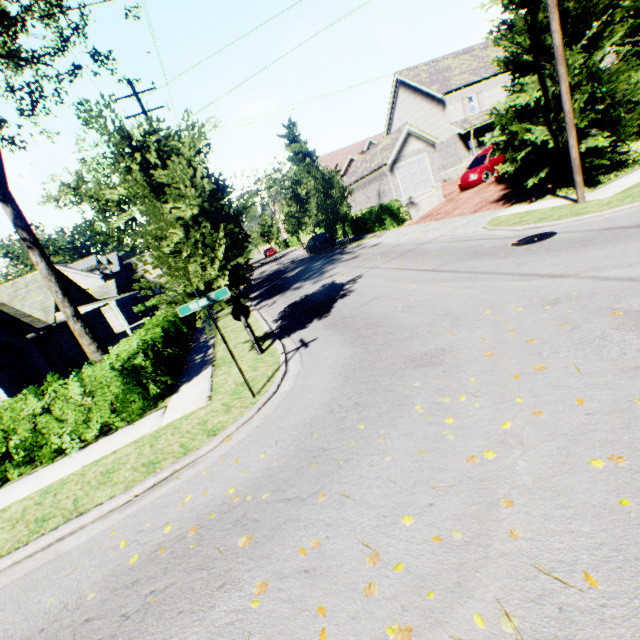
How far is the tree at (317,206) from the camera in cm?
2417

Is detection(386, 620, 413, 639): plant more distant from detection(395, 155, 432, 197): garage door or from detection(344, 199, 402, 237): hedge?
detection(395, 155, 432, 197): garage door

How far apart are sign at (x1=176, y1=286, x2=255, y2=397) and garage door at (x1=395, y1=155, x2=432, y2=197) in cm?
2668

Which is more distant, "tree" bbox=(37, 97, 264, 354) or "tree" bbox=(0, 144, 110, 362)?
"tree" bbox=(0, 144, 110, 362)

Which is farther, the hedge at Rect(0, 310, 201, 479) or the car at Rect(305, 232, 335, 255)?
the car at Rect(305, 232, 335, 255)

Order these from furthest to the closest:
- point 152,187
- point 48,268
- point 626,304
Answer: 1. point 48,268
2. point 152,187
3. point 626,304

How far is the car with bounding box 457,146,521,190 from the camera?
18.56m

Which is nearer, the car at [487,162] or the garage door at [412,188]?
the car at [487,162]
